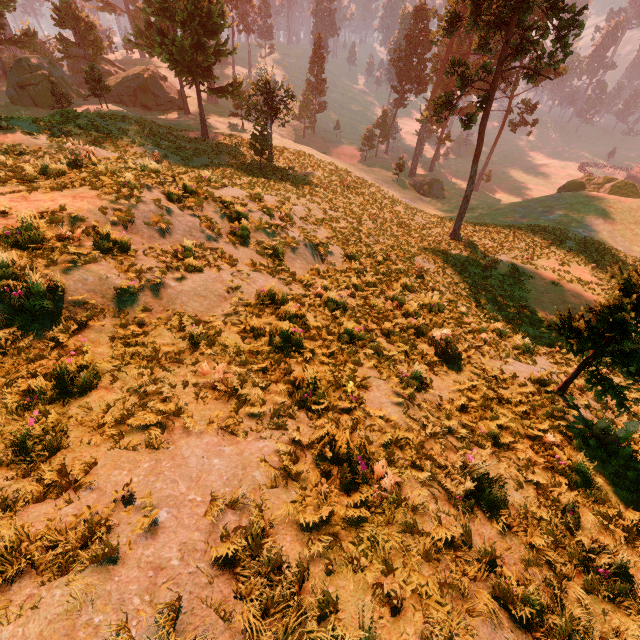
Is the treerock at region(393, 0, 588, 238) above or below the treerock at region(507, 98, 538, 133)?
above

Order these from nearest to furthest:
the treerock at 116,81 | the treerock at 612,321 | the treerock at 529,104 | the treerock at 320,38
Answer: the treerock at 612,321, the treerock at 116,81, the treerock at 529,104, the treerock at 320,38

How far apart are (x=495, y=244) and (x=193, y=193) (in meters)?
24.13

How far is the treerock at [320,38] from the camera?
57.9m

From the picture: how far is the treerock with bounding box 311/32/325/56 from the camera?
57.9m

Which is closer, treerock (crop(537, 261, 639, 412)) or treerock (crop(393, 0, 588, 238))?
treerock (crop(537, 261, 639, 412))
